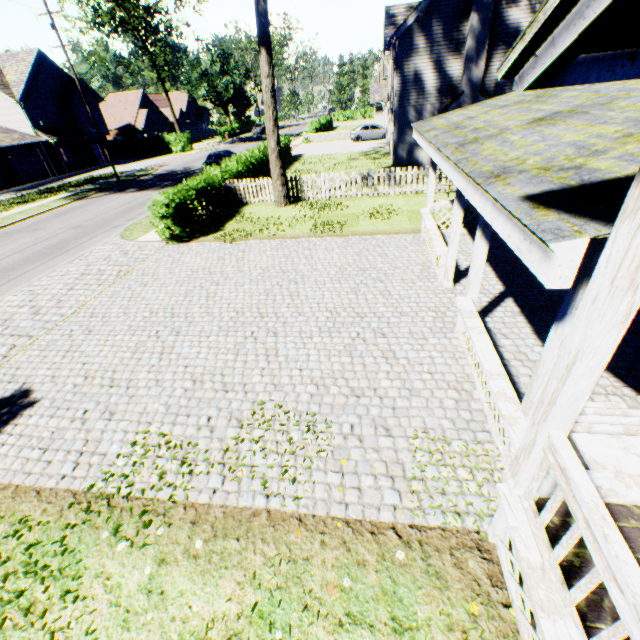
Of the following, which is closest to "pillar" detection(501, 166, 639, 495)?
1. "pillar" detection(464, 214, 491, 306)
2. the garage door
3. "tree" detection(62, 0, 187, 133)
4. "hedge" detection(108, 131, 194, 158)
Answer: "pillar" detection(464, 214, 491, 306)

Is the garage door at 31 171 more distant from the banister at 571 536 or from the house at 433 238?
the banister at 571 536

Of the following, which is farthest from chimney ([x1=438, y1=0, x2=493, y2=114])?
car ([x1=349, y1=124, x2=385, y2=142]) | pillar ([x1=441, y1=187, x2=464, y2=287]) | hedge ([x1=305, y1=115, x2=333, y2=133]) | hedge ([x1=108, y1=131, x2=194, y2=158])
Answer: hedge ([x1=108, y1=131, x2=194, y2=158])

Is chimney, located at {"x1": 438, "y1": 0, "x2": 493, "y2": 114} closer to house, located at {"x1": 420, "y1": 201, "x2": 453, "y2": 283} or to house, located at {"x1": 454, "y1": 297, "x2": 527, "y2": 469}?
house, located at {"x1": 420, "y1": 201, "x2": 453, "y2": 283}

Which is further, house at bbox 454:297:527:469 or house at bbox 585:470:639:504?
house at bbox 454:297:527:469

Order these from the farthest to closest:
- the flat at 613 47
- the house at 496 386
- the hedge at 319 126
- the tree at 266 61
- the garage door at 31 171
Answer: the hedge at 319 126 → the garage door at 31 171 → the tree at 266 61 → the house at 496 386 → the flat at 613 47

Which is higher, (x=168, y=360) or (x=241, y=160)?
(x=241, y=160)

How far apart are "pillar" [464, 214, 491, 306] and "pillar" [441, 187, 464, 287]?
1.8 meters
